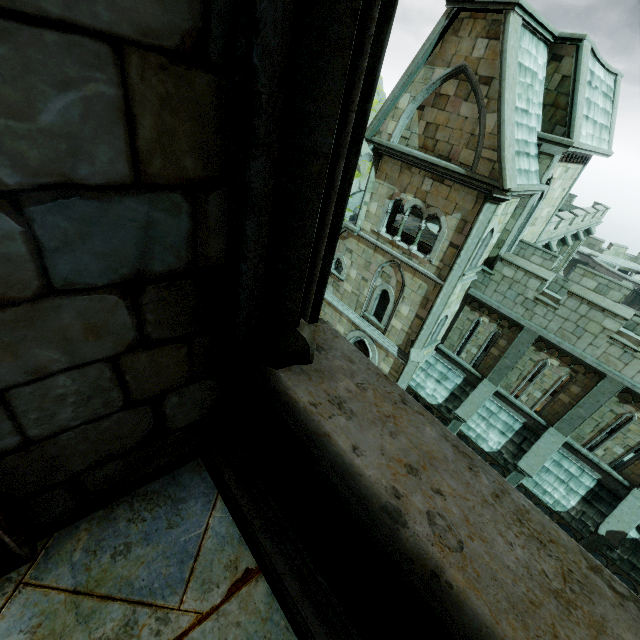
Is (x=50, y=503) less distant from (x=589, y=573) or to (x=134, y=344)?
(x=134, y=344)

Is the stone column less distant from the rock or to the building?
the building

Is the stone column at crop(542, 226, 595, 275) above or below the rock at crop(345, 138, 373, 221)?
above

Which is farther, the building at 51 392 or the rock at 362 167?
the rock at 362 167

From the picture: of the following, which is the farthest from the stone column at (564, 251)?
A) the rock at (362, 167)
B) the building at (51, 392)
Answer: the rock at (362, 167)

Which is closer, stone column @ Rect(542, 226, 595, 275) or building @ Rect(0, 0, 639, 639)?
building @ Rect(0, 0, 639, 639)

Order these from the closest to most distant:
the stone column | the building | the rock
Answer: the building → the stone column → the rock
